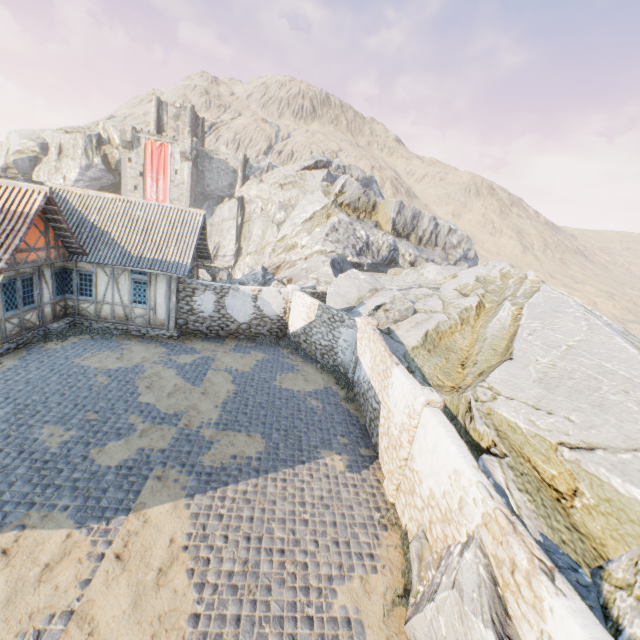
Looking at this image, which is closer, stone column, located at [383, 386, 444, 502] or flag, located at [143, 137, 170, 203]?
stone column, located at [383, 386, 444, 502]

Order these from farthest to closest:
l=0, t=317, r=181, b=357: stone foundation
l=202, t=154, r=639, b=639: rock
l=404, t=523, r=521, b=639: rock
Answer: l=0, t=317, r=181, b=357: stone foundation < l=202, t=154, r=639, b=639: rock < l=404, t=523, r=521, b=639: rock

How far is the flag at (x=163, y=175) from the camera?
42.66m

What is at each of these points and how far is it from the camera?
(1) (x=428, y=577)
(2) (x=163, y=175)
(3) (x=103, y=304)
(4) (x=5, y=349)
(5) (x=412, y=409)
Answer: (1) rock, 6.16m
(2) flag, 43.72m
(3) building, 15.72m
(4) stone foundation, 12.24m
(5) stone column, 8.10m

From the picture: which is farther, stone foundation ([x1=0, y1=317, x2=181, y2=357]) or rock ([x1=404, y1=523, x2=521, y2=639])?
stone foundation ([x1=0, y1=317, x2=181, y2=357])

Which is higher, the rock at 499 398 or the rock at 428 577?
the rock at 499 398

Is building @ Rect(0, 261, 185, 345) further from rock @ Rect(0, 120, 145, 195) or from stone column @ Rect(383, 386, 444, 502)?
stone column @ Rect(383, 386, 444, 502)
